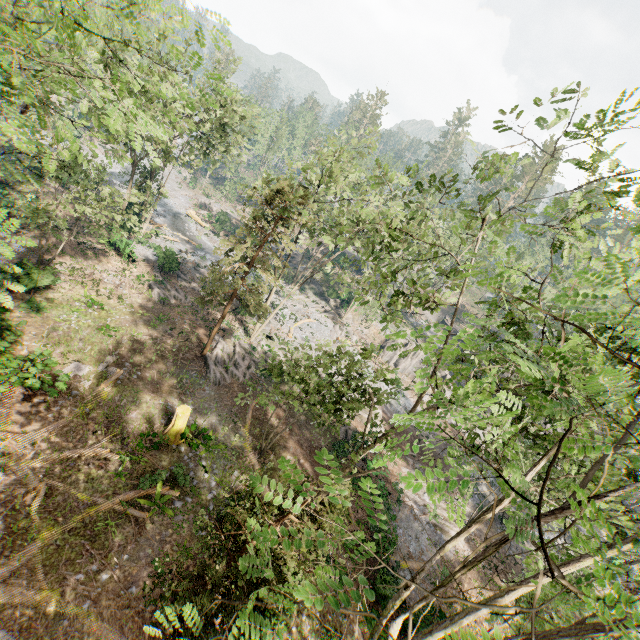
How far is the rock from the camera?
43.3m

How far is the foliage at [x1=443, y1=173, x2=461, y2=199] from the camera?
9.5 meters

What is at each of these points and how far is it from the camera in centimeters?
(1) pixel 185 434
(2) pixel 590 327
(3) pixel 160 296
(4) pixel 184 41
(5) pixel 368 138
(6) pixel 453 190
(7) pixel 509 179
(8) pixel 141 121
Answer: (1) stump, 1794cm
(2) foliage, 742cm
(3) foliage, 2783cm
(4) foliage, 2548cm
(5) foliage, 2262cm
(6) foliage, 995cm
(7) foliage, 833cm
(8) foliage, 1773cm

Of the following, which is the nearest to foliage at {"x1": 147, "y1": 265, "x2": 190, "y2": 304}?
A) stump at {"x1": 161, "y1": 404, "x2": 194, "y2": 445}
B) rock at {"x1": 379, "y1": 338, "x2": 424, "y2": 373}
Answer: rock at {"x1": 379, "y1": 338, "x2": 424, "y2": 373}

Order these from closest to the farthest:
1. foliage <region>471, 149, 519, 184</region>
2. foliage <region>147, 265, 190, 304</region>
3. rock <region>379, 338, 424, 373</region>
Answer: foliage <region>471, 149, 519, 184</region>
foliage <region>147, 265, 190, 304</region>
rock <region>379, 338, 424, 373</region>

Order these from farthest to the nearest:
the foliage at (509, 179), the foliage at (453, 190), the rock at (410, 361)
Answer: the rock at (410, 361) < the foliage at (453, 190) < the foliage at (509, 179)

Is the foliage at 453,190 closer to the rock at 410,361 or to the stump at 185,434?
the rock at 410,361
